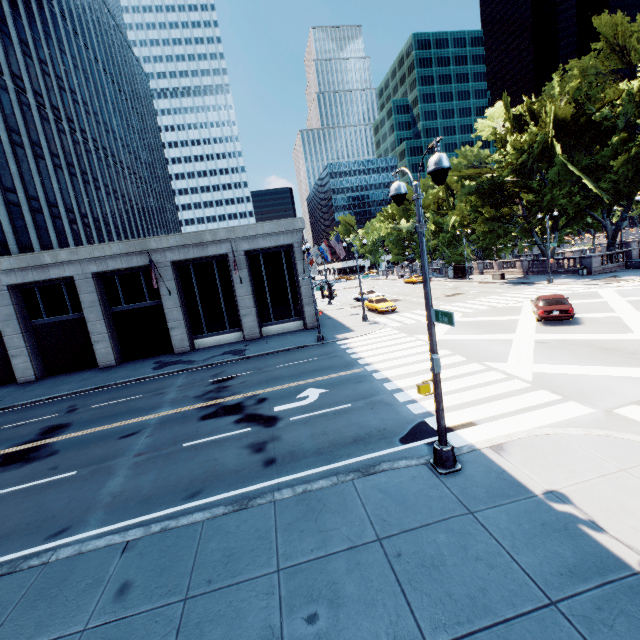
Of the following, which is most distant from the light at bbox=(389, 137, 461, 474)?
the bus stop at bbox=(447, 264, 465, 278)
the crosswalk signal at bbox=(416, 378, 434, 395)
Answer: the bus stop at bbox=(447, 264, 465, 278)

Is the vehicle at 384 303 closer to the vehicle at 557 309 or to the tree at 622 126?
the vehicle at 557 309

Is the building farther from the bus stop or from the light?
the bus stop

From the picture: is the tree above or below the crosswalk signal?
above

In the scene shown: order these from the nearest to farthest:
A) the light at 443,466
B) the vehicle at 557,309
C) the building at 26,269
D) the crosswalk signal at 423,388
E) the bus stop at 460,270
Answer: the light at 443,466
the crosswalk signal at 423,388
the vehicle at 557,309
the building at 26,269
the bus stop at 460,270

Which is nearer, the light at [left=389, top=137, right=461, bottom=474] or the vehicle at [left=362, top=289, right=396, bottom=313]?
the light at [left=389, top=137, right=461, bottom=474]

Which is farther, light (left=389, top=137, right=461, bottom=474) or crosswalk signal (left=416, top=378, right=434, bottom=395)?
crosswalk signal (left=416, top=378, right=434, bottom=395)

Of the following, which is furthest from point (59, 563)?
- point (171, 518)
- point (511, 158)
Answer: point (511, 158)
